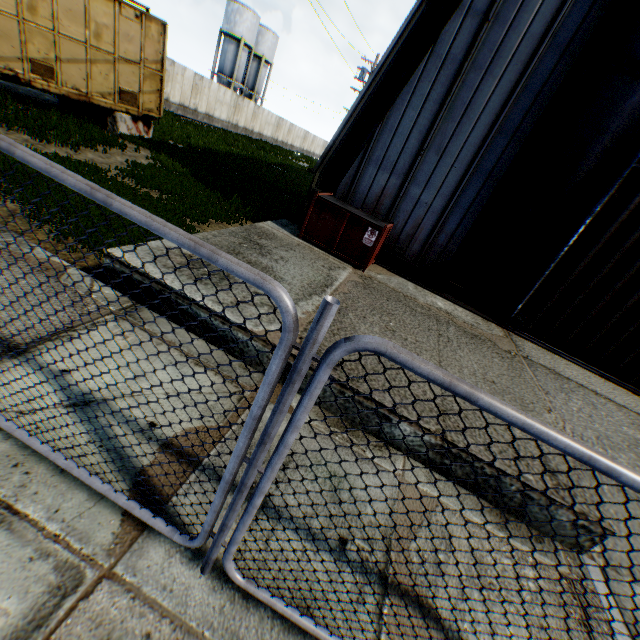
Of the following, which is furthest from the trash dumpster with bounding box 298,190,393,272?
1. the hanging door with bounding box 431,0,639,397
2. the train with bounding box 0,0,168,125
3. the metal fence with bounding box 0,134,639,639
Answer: the train with bounding box 0,0,168,125

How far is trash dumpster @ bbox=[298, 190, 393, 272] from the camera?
7.6m

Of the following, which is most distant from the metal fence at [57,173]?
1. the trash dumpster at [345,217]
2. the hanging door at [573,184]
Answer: the hanging door at [573,184]

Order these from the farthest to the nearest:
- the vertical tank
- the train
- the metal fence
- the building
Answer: the vertical tank < the train < the building < the metal fence

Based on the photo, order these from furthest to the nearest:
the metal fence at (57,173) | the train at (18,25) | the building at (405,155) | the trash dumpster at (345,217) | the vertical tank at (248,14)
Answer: the vertical tank at (248,14), the train at (18,25), the trash dumpster at (345,217), the building at (405,155), the metal fence at (57,173)

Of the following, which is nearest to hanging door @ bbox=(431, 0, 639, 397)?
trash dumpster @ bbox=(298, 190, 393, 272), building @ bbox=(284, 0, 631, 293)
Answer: building @ bbox=(284, 0, 631, 293)

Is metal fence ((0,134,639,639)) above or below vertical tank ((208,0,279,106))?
below

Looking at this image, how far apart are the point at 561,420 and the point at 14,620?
6.7 meters
